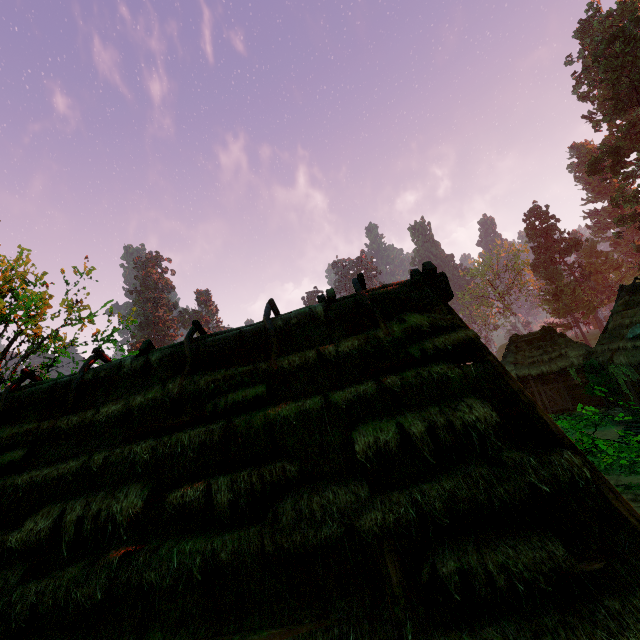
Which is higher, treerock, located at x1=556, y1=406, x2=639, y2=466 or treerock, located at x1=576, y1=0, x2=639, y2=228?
treerock, located at x1=576, y1=0, x2=639, y2=228

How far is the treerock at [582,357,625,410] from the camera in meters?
5.2 m

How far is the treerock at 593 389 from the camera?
5.2m

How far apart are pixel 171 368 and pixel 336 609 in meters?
4.9

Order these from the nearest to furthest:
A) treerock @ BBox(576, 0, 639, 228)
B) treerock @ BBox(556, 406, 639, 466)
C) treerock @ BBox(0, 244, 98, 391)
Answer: treerock @ BBox(556, 406, 639, 466)
treerock @ BBox(0, 244, 98, 391)
treerock @ BBox(576, 0, 639, 228)

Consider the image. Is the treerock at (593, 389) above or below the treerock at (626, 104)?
below

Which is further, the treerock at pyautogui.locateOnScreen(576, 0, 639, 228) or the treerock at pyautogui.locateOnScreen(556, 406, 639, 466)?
the treerock at pyautogui.locateOnScreen(576, 0, 639, 228)
